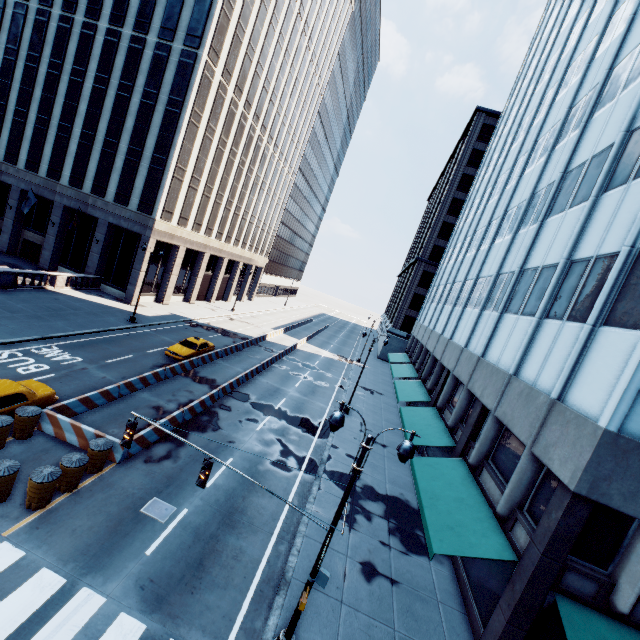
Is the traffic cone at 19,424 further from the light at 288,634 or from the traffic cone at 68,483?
the light at 288,634

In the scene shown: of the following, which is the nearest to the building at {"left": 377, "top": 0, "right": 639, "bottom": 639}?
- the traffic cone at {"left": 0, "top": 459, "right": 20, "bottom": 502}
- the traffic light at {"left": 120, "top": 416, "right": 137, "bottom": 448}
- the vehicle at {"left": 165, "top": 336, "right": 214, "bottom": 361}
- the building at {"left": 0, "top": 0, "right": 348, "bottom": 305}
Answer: the traffic light at {"left": 120, "top": 416, "right": 137, "bottom": 448}

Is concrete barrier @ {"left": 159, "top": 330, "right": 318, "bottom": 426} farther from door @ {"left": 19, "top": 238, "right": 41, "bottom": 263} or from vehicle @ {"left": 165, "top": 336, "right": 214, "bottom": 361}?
door @ {"left": 19, "top": 238, "right": 41, "bottom": 263}

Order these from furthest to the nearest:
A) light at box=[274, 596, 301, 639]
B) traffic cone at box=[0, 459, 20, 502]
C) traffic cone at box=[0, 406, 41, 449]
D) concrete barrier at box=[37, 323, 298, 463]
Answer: concrete barrier at box=[37, 323, 298, 463]
traffic cone at box=[0, 406, 41, 449]
traffic cone at box=[0, 459, 20, 502]
light at box=[274, 596, 301, 639]

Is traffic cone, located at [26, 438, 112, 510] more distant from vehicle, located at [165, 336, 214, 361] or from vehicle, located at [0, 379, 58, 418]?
vehicle, located at [165, 336, 214, 361]

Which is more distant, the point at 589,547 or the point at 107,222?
the point at 107,222

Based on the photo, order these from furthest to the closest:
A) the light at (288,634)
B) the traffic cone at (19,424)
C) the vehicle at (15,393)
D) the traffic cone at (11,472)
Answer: the vehicle at (15,393) < the traffic cone at (19,424) < the traffic cone at (11,472) < the light at (288,634)

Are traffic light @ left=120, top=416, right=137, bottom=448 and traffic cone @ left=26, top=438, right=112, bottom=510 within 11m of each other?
yes
